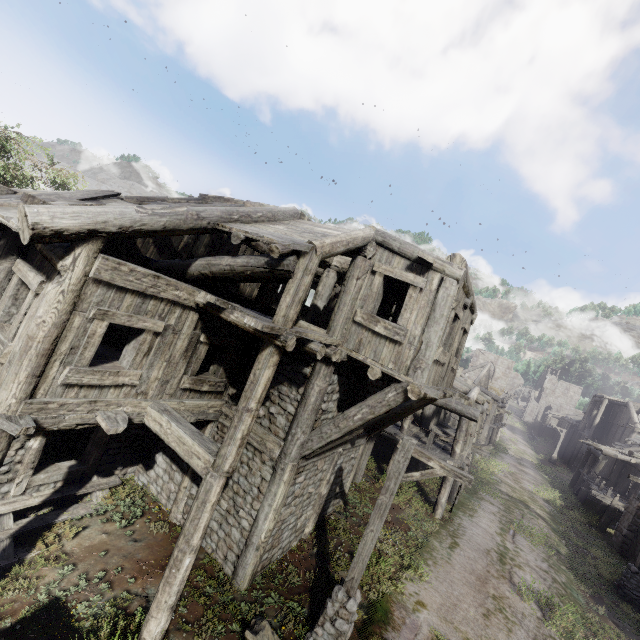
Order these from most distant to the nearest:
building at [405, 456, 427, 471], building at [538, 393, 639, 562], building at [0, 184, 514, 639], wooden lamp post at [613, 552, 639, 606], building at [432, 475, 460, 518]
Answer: building at [538, 393, 639, 562]
building at [405, 456, 427, 471]
building at [432, 475, 460, 518]
wooden lamp post at [613, 552, 639, 606]
building at [0, 184, 514, 639]

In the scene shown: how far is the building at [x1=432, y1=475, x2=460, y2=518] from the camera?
13.8m

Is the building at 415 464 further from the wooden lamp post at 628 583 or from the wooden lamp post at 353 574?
the wooden lamp post at 628 583

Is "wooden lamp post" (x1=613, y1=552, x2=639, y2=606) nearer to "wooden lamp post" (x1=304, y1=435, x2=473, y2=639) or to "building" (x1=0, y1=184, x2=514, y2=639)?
"building" (x1=0, y1=184, x2=514, y2=639)

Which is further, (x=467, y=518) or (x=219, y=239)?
(x=467, y=518)

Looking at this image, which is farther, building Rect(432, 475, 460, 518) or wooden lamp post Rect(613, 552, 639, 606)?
building Rect(432, 475, 460, 518)

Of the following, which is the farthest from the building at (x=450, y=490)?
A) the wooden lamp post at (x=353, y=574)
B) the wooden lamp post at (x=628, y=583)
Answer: the wooden lamp post at (x=628, y=583)

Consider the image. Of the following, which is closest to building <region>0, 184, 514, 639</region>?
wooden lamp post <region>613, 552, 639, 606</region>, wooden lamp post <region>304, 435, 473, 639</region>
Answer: wooden lamp post <region>304, 435, 473, 639</region>
